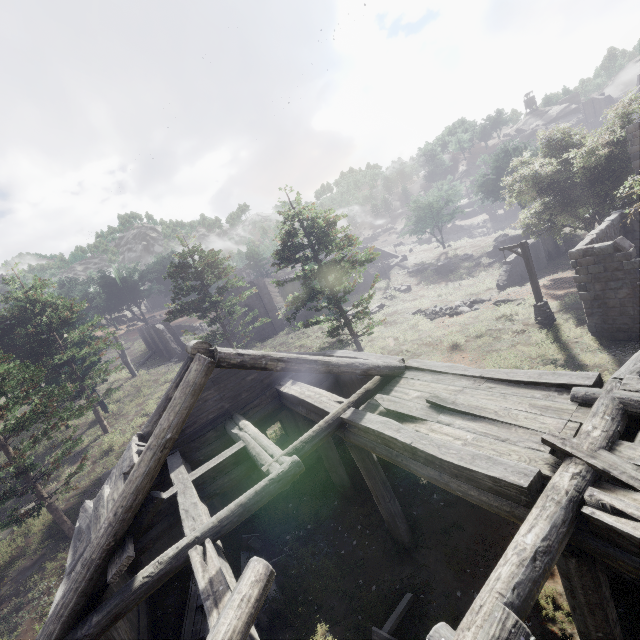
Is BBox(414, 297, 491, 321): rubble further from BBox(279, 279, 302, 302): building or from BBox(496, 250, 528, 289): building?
BBox(279, 279, 302, 302): building

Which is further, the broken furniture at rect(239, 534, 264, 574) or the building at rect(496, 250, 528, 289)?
the building at rect(496, 250, 528, 289)

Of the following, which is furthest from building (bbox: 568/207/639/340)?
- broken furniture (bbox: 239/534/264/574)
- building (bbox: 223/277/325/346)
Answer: building (bbox: 223/277/325/346)

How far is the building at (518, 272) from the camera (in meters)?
28.70

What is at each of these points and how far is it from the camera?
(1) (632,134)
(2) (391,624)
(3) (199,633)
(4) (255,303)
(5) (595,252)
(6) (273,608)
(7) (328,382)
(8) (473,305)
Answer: (1) building, 18.6 meters
(2) broken furniture, 7.1 meters
(3) broken furniture, 8.2 meters
(4) building, 35.6 meters
(5) building, 13.6 meters
(6) broken furniture, 8.3 meters
(7) building, 13.1 meters
(8) rubble, 24.2 meters

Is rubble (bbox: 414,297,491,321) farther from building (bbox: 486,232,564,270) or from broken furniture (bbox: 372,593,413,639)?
broken furniture (bbox: 372,593,413,639)

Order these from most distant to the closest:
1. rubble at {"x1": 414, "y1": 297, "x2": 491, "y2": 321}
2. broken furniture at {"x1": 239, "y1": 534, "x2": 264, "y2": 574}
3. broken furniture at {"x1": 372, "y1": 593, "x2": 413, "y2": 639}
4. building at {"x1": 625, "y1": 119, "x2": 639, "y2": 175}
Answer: rubble at {"x1": 414, "y1": 297, "x2": 491, "y2": 321} < building at {"x1": 625, "y1": 119, "x2": 639, "y2": 175} < broken furniture at {"x1": 239, "y1": 534, "x2": 264, "y2": 574} < broken furniture at {"x1": 372, "y1": 593, "x2": 413, "y2": 639}

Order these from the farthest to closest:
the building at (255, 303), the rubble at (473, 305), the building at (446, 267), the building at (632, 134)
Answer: the building at (446, 267) → the building at (255, 303) → the rubble at (473, 305) → the building at (632, 134)
